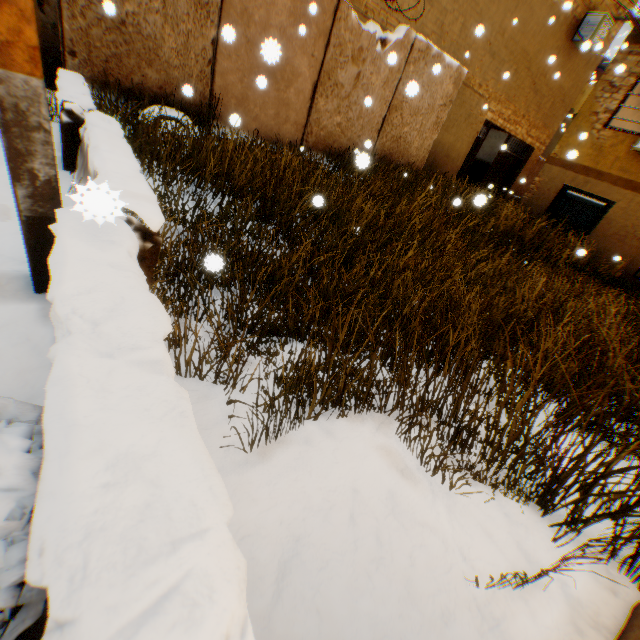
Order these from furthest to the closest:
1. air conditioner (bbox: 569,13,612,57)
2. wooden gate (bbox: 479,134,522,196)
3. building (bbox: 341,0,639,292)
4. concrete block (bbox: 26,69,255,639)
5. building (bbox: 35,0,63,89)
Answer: wooden gate (bbox: 479,134,522,196), air conditioner (bbox: 569,13,612,57), building (bbox: 341,0,639,292), building (bbox: 35,0,63,89), concrete block (bbox: 26,69,255,639)

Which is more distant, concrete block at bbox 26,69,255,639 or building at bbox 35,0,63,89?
building at bbox 35,0,63,89

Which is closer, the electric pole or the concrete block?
the concrete block

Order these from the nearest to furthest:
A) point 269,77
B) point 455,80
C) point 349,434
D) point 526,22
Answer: point 349,434 → point 269,77 → point 455,80 → point 526,22

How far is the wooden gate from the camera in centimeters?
1416cm

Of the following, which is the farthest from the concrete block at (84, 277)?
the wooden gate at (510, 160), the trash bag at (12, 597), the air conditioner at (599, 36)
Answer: the wooden gate at (510, 160)

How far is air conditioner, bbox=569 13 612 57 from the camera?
11.0 meters

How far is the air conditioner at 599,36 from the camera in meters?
11.0
